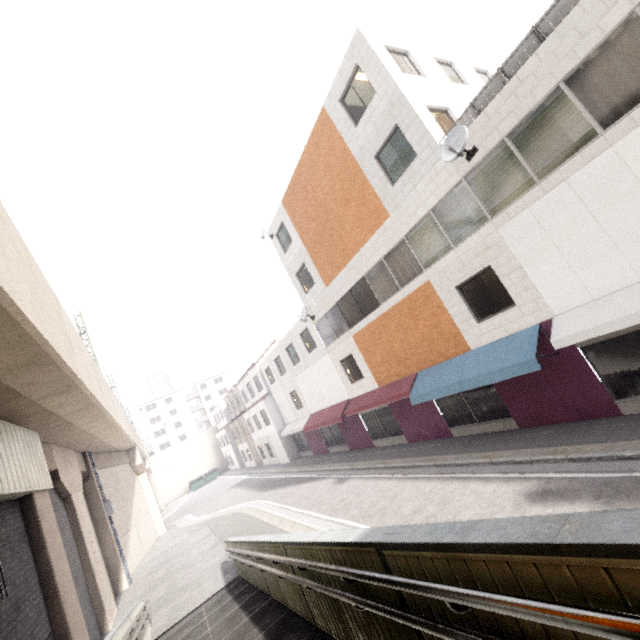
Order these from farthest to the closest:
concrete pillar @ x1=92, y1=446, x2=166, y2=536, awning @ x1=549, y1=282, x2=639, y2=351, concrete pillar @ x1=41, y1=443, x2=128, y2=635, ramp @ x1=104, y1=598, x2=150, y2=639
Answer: concrete pillar @ x1=92, y1=446, x2=166, y2=536
concrete pillar @ x1=41, y1=443, x2=128, y2=635
awning @ x1=549, y1=282, x2=639, y2=351
ramp @ x1=104, y1=598, x2=150, y2=639

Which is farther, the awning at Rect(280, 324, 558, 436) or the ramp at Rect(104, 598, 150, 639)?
the awning at Rect(280, 324, 558, 436)

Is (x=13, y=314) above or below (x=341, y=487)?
above

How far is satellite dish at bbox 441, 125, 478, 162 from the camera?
9.1m

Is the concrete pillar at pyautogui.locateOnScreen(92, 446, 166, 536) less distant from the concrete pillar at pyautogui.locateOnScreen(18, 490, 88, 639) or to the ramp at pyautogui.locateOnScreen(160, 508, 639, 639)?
the concrete pillar at pyautogui.locateOnScreen(18, 490, 88, 639)

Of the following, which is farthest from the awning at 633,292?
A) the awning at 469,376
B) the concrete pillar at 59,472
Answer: the concrete pillar at 59,472

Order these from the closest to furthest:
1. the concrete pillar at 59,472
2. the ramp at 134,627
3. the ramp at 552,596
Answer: the ramp at 552,596 < the ramp at 134,627 < the concrete pillar at 59,472

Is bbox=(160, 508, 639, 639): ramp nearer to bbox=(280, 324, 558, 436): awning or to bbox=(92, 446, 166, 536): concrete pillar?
bbox=(92, 446, 166, 536): concrete pillar
